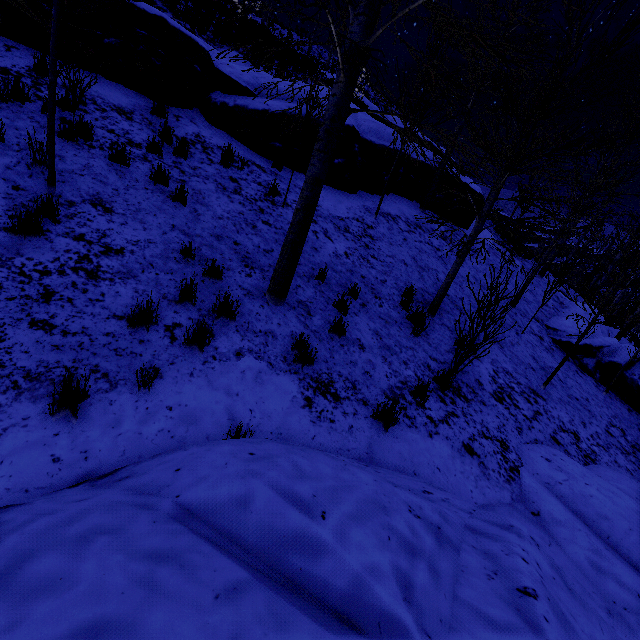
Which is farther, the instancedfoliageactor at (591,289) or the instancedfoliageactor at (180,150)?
the instancedfoliageactor at (180,150)

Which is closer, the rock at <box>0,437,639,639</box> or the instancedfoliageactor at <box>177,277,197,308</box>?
the rock at <box>0,437,639,639</box>

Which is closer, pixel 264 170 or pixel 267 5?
pixel 264 170

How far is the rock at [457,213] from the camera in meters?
13.0 m

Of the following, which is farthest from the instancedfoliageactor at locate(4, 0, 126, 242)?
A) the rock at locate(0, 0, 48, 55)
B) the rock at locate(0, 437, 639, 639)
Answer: the rock at locate(0, 437, 639, 639)

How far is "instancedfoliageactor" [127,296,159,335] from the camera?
3.64m
